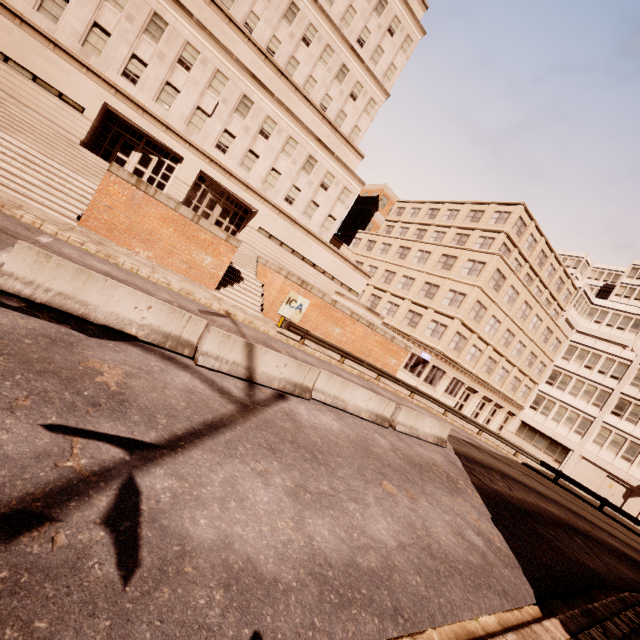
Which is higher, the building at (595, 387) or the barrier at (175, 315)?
the building at (595, 387)

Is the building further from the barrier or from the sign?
the barrier

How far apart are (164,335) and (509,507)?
13.37m

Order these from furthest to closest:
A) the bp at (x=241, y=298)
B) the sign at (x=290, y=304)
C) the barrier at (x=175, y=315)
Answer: the sign at (x=290, y=304), the bp at (x=241, y=298), the barrier at (x=175, y=315)

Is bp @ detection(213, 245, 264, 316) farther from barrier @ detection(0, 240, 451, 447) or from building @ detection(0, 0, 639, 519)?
barrier @ detection(0, 240, 451, 447)

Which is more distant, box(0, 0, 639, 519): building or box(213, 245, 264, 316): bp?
box(0, 0, 639, 519): building

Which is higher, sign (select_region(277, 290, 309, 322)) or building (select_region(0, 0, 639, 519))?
building (select_region(0, 0, 639, 519))

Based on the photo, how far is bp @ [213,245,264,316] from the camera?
19.8 meters
